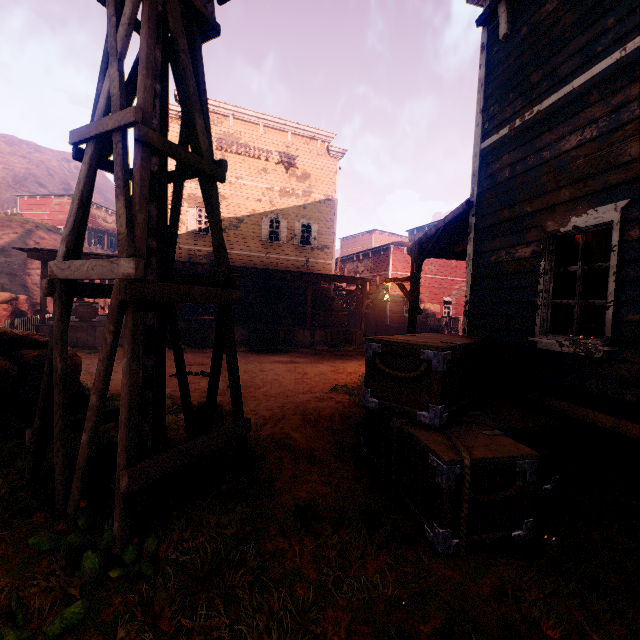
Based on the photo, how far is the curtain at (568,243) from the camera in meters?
4.2

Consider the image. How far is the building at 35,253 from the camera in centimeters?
1161cm

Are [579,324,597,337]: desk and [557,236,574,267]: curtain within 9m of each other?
yes

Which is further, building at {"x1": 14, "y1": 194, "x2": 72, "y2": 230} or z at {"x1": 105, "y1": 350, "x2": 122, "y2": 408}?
building at {"x1": 14, "y1": 194, "x2": 72, "y2": 230}

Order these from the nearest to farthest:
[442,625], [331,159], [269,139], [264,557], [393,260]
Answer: [442,625] → [264,557] → [269,139] → [331,159] → [393,260]

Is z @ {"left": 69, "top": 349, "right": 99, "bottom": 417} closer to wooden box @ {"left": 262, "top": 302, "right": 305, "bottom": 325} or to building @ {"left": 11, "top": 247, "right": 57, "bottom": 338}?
building @ {"left": 11, "top": 247, "right": 57, "bottom": 338}

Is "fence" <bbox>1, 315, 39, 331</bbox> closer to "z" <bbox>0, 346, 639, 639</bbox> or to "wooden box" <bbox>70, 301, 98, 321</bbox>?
"z" <bbox>0, 346, 639, 639</bbox>

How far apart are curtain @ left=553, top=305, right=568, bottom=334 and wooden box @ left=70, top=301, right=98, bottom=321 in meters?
16.6
